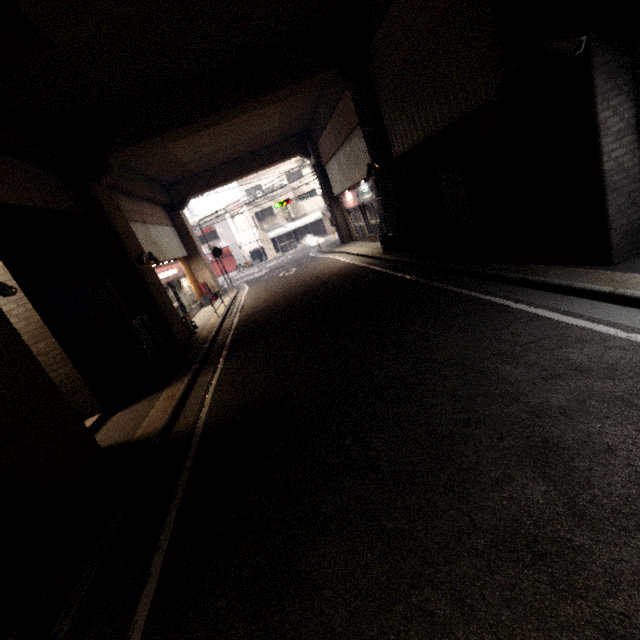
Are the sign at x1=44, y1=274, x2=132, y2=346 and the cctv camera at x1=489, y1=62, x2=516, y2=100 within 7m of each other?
no

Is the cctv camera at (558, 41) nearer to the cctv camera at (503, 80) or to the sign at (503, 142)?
the cctv camera at (503, 80)

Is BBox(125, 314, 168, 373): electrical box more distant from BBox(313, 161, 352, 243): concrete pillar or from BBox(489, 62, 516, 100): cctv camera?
BBox(489, 62, 516, 100): cctv camera

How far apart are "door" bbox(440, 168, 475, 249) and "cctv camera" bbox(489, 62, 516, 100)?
2.48m

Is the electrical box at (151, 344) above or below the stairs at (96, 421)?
above

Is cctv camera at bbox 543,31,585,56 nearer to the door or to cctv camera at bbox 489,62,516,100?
cctv camera at bbox 489,62,516,100

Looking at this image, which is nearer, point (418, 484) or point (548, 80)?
point (418, 484)

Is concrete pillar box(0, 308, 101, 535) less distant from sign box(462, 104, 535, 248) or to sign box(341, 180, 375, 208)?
sign box(462, 104, 535, 248)
